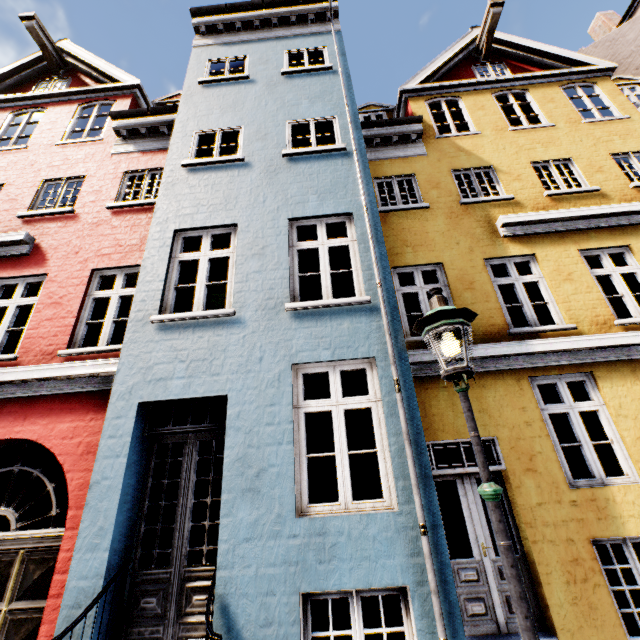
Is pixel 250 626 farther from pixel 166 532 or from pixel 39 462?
pixel 39 462

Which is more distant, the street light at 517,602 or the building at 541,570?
the building at 541,570

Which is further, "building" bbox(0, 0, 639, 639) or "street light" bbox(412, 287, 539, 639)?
"building" bbox(0, 0, 639, 639)
